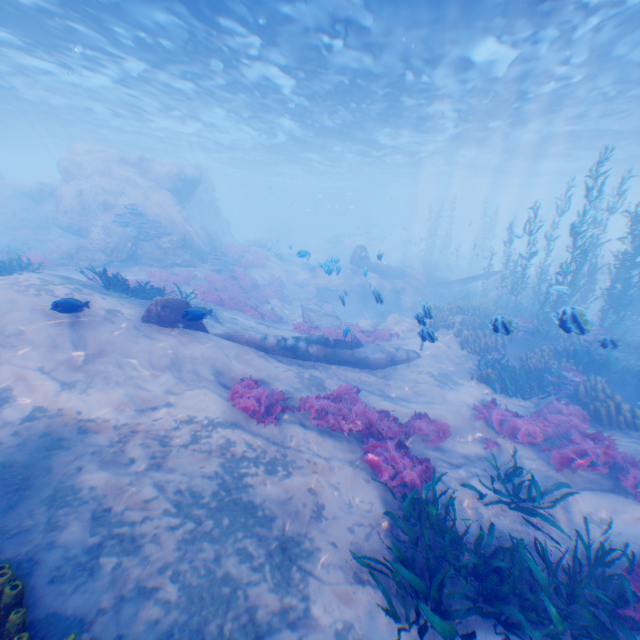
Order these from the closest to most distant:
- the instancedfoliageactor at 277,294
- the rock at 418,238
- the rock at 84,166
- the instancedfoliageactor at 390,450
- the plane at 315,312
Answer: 1. the instancedfoliageactor at 390,450
2. the instancedfoliageactor at 277,294
3. the plane at 315,312
4. the rock at 84,166
5. the rock at 418,238

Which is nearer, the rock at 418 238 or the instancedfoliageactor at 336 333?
the instancedfoliageactor at 336 333

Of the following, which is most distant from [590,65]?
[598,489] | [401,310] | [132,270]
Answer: [132,270]

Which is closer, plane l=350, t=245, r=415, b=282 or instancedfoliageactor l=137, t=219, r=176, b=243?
instancedfoliageactor l=137, t=219, r=176, b=243

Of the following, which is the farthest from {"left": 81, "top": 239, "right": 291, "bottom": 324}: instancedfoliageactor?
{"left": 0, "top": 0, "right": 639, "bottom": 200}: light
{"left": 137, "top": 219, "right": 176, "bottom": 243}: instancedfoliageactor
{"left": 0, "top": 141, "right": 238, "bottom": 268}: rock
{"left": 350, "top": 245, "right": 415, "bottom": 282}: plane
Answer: {"left": 0, "top": 0, "right": 639, "bottom": 200}: light

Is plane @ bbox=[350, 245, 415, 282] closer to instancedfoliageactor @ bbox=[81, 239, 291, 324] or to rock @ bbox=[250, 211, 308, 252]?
rock @ bbox=[250, 211, 308, 252]

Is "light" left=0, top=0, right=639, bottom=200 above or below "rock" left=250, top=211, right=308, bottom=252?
above

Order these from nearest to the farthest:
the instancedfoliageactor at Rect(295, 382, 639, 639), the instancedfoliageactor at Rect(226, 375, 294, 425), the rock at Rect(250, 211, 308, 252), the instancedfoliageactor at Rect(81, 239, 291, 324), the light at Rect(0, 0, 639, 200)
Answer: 1. the instancedfoliageactor at Rect(295, 382, 639, 639)
2. the instancedfoliageactor at Rect(226, 375, 294, 425)
3. the instancedfoliageactor at Rect(81, 239, 291, 324)
4. the light at Rect(0, 0, 639, 200)
5. the rock at Rect(250, 211, 308, 252)
